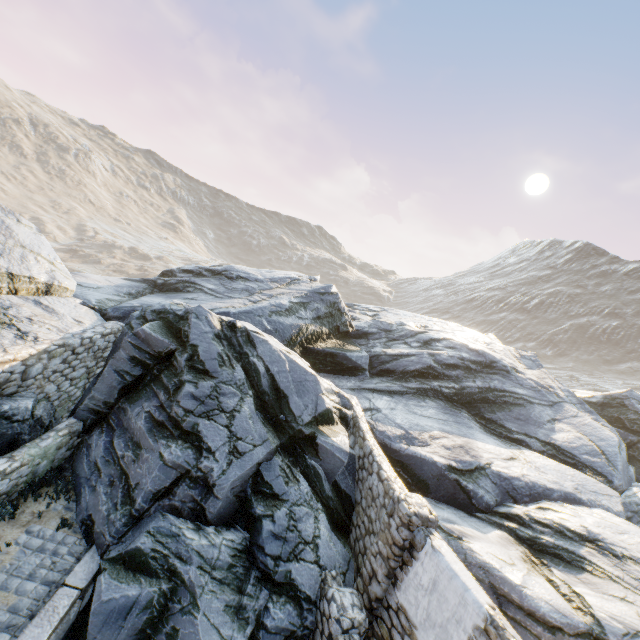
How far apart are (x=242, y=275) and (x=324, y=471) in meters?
11.4

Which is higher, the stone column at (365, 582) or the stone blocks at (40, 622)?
the stone column at (365, 582)

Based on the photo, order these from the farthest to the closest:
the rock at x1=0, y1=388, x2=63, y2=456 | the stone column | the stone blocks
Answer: the rock at x1=0, y1=388, x2=63, y2=456
the stone column
the stone blocks

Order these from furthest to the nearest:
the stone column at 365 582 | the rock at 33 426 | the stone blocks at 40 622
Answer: the rock at 33 426, the stone column at 365 582, the stone blocks at 40 622

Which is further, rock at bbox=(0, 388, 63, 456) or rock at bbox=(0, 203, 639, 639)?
rock at bbox=(0, 388, 63, 456)

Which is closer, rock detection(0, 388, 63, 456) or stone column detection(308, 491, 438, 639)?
stone column detection(308, 491, 438, 639)

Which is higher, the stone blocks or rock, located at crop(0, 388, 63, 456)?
rock, located at crop(0, 388, 63, 456)

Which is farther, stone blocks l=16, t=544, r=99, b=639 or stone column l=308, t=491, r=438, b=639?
stone column l=308, t=491, r=438, b=639
